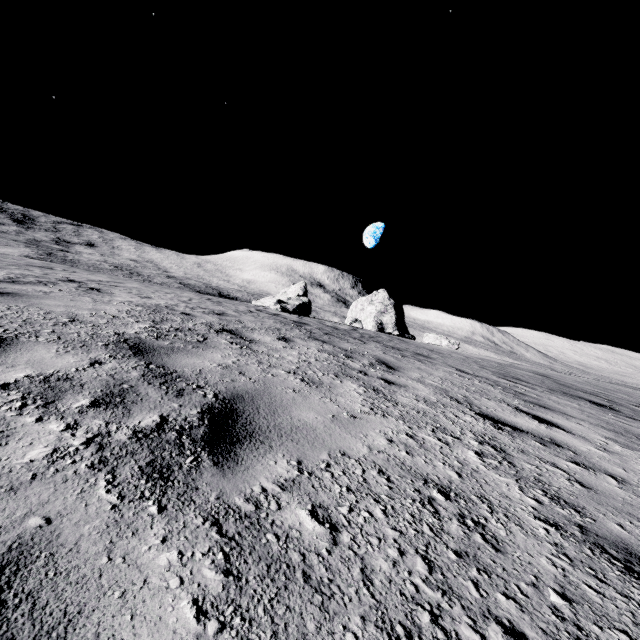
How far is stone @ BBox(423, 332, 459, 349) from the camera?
28.5 meters

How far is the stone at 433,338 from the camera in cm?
2845

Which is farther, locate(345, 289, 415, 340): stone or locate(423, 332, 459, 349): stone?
locate(345, 289, 415, 340): stone

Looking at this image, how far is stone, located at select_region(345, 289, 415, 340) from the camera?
36.4 meters

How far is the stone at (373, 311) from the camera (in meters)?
36.41

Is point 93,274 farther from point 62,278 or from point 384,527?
point 384,527
